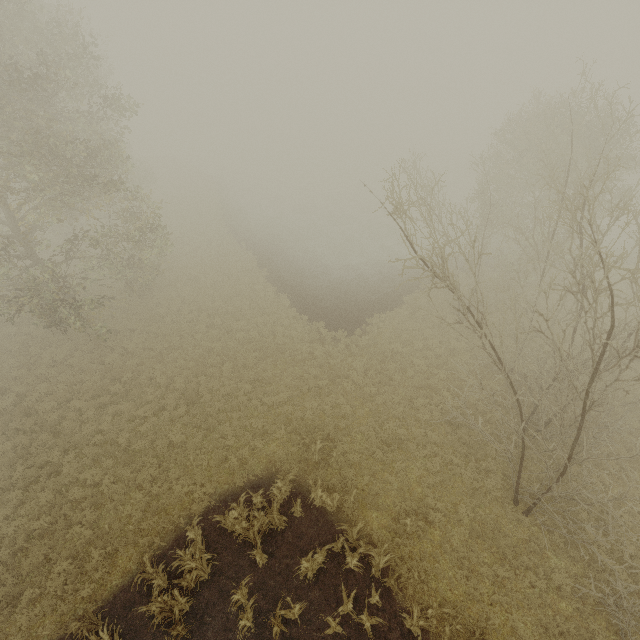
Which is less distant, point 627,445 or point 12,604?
point 12,604
